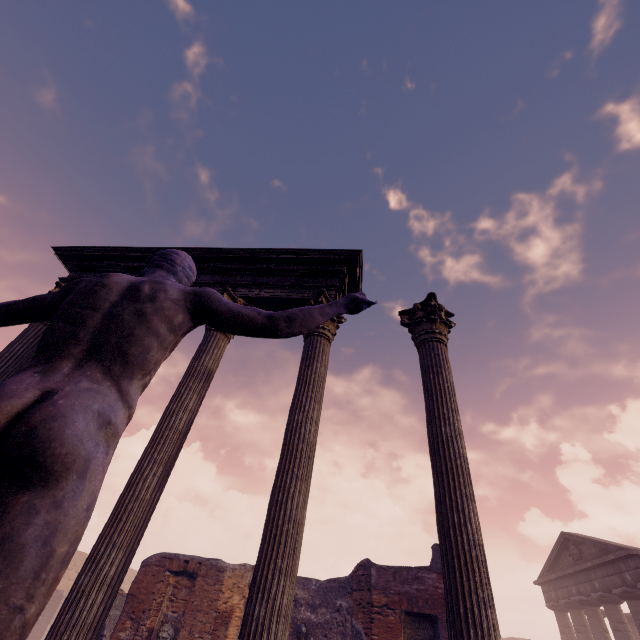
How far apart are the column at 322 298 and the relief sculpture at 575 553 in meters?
24.7 m

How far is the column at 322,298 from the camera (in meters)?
5.42

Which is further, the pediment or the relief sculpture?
the relief sculpture

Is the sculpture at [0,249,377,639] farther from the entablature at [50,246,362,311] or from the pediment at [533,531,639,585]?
the pediment at [533,531,639,585]

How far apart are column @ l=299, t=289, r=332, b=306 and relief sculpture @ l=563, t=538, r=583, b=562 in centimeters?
2468cm

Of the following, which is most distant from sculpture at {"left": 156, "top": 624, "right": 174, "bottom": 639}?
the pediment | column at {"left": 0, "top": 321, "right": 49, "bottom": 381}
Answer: the pediment

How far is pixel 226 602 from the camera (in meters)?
9.39

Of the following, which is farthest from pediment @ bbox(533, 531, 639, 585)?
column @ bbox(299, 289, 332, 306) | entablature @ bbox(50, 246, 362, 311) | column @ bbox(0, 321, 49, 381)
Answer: column @ bbox(0, 321, 49, 381)
